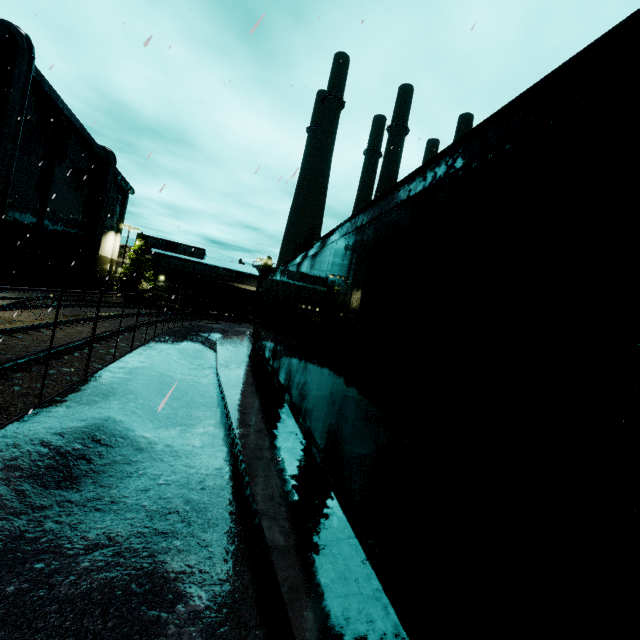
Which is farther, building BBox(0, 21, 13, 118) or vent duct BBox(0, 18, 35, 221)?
vent duct BBox(0, 18, 35, 221)

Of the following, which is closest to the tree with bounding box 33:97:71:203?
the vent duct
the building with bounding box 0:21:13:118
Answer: the building with bounding box 0:21:13:118

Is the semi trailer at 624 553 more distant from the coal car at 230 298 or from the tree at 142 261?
the coal car at 230 298

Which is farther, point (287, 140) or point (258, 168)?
point (287, 140)

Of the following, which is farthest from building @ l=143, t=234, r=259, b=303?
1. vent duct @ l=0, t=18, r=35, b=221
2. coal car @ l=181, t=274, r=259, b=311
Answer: coal car @ l=181, t=274, r=259, b=311

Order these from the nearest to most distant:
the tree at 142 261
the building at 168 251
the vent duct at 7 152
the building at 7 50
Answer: the building at 7 50 < the vent duct at 7 152 < the tree at 142 261 < the building at 168 251
